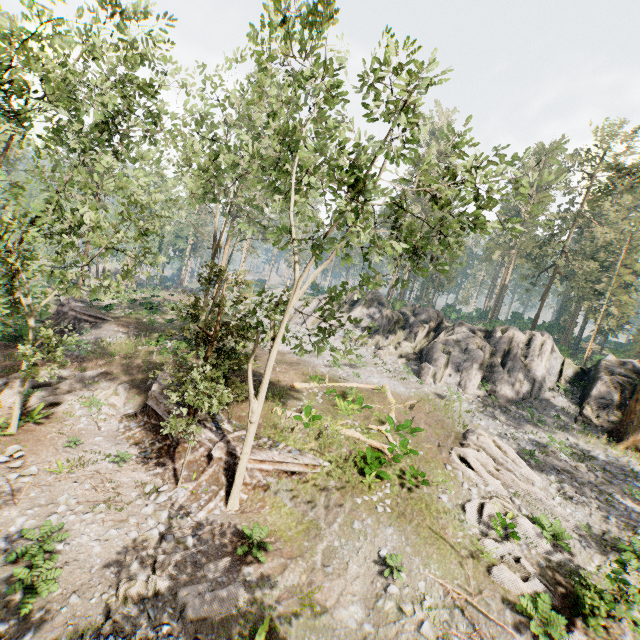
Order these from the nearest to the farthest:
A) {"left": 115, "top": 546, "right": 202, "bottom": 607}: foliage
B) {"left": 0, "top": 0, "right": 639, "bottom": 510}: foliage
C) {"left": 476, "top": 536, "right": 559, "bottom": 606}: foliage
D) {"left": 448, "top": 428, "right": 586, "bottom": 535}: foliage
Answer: {"left": 115, "top": 546, "right": 202, "bottom": 607}: foliage
{"left": 0, "top": 0, "right": 639, "bottom": 510}: foliage
{"left": 476, "top": 536, "right": 559, "bottom": 606}: foliage
{"left": 448, "top": 428, "right": 586, "bottom": 535}: foliage

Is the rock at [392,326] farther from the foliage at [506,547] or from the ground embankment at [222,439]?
the ground embankment at [222,439]

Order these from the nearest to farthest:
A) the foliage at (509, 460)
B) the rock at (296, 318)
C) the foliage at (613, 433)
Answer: the foliage at (509, 460), the foliage at (613, 433), the rock at (296, 318)

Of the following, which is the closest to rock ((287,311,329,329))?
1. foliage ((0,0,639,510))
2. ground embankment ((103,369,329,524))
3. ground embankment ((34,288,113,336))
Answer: foliage ((0,0,639,510))

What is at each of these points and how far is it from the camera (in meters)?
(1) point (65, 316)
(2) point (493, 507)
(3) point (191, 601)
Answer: (1) ground embankment, 27.81
(2) foliage, 14.12
(3) foliage, 9.19

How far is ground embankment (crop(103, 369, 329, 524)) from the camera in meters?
13.4

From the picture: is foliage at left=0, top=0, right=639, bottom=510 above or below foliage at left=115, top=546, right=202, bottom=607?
above
